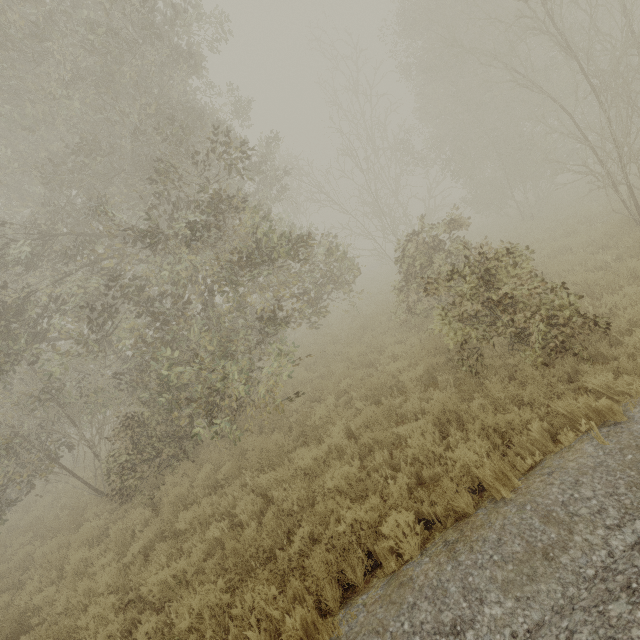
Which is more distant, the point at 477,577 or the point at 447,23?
the point at 447,23
